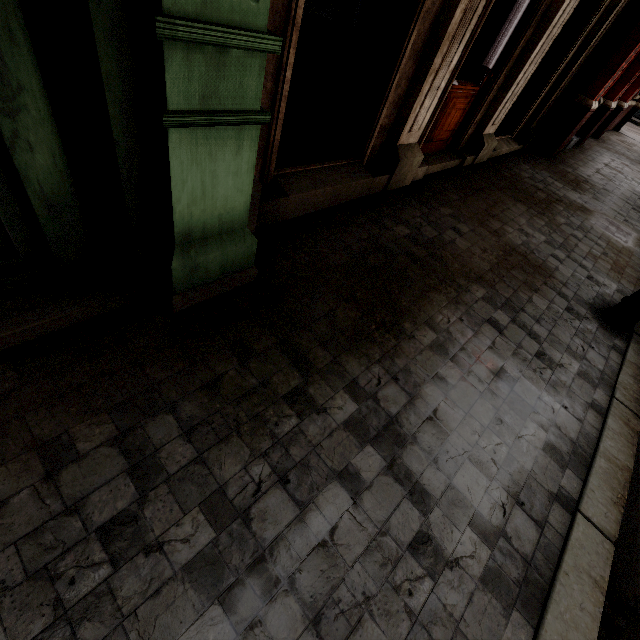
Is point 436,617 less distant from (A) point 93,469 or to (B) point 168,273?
(A) point 93,469
